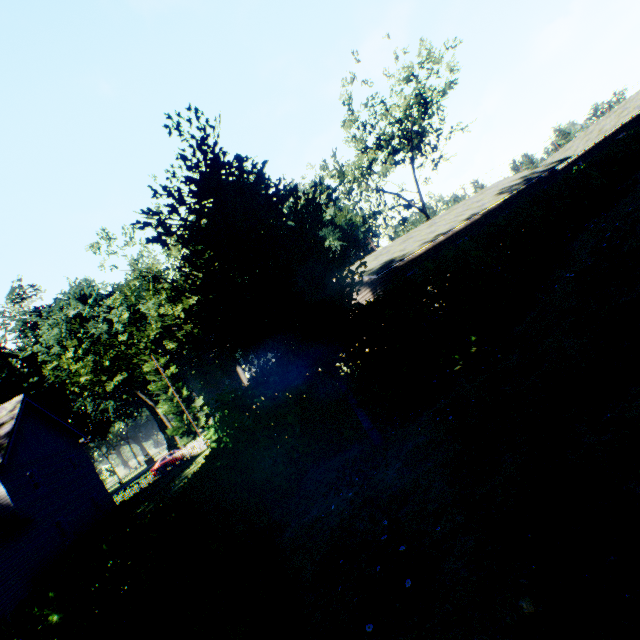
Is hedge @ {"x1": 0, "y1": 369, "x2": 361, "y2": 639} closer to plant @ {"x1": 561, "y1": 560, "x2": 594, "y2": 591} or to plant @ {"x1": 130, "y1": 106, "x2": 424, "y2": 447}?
plant @ {"x1": 561, "y1": 560, "x2": 594, "y2": 591}

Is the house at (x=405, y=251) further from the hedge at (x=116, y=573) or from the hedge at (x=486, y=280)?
the hedge at (x=116, y=573)

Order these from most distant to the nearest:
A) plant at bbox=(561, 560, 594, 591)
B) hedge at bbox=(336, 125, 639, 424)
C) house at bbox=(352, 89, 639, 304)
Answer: house at bbox=(352, 89, 639, 304) < hedge at bbox=(336, 125, 639, 424) < plant at bbox=(561, 560, 594, 591)

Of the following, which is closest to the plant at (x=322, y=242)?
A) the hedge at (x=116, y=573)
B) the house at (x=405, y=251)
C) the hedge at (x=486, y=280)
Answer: the hedge at (x=486, y=280)

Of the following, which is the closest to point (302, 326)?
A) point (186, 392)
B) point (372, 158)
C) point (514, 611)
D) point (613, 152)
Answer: point (514, 611)

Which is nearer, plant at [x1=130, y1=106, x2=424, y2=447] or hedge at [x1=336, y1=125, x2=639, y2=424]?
plant at [x1=130, y1=106, x2=424, y2=447]

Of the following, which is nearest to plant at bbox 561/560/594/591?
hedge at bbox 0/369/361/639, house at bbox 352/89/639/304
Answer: hedge at bbox 0/369/361/639

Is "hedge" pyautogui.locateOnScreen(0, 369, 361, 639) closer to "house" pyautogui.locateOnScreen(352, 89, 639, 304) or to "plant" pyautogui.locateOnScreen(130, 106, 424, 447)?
"plant" pyautogui.locateOnScreen(130, 106, 424, 447)
